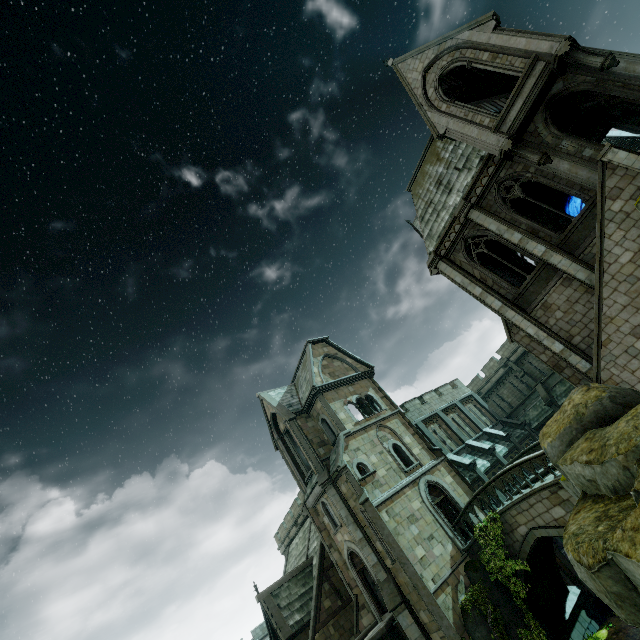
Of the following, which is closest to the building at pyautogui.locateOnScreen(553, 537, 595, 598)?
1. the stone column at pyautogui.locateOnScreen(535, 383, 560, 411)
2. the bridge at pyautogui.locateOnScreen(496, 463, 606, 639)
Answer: the bridge at pyautogui.locateOnScreen(496, 463, 606, 639)

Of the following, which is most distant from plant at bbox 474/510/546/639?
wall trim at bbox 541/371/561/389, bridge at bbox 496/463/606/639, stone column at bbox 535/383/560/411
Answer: wall trim at bbox 541/371/561/389

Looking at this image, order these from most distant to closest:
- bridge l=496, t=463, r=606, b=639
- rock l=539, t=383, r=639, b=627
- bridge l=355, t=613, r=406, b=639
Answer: bridge l=355, t=613, r=406, b=639
bridge l=496, t=463, r=606, b=639
rock l=539, t=383, r=639, b=627

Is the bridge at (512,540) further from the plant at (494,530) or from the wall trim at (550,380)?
the wall trim at (550,380)

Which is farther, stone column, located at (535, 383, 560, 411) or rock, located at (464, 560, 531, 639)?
stone column, located at (535, 383, 560, 411)

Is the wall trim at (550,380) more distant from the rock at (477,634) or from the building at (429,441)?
the rock at (477,634)

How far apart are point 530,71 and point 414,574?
24.8 meters

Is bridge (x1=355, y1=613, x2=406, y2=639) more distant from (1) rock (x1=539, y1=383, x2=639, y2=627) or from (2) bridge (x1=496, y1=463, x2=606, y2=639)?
(1) rock (x1=539, y1=383, x2=639, y2=627)
